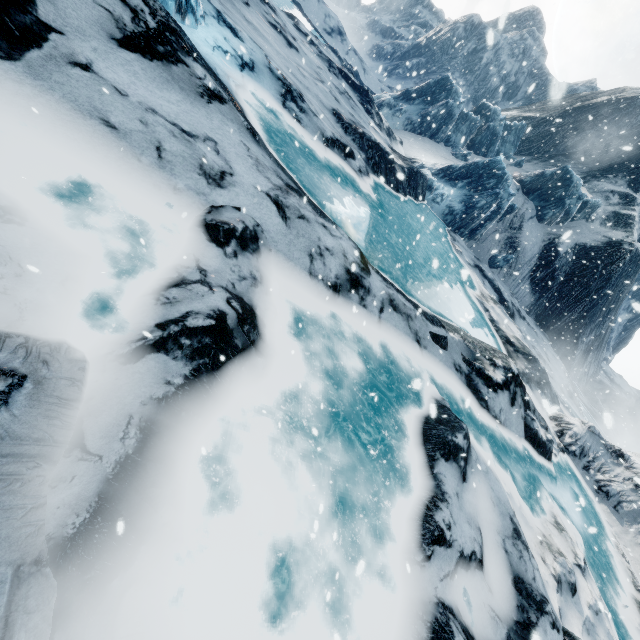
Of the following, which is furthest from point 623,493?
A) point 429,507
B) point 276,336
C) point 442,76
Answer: point 442,76
